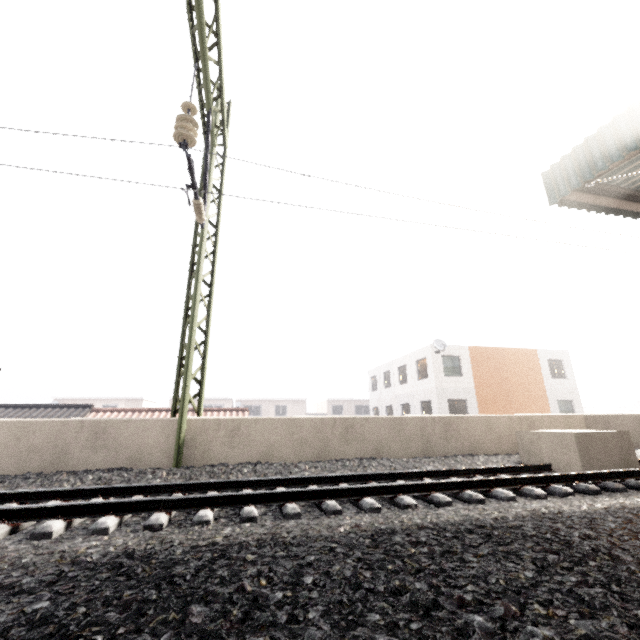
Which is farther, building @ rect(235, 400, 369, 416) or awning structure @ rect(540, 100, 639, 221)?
building @ rect(235, 400, 369, 416)

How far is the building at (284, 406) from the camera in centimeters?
4266cm

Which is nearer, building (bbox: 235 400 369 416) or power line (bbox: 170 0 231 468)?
power line (bbox: 170 0 231 468)

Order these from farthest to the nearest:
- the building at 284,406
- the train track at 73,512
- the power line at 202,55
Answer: the building at 284,406 < the power line at 202,55 < the train track at 73,512

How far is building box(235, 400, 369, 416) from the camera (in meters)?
42.66

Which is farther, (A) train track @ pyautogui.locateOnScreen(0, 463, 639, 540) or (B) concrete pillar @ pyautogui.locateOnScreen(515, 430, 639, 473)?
(B) concrete pillar @ pyautogui.locateOnScreen(515, 430, 639, 473)

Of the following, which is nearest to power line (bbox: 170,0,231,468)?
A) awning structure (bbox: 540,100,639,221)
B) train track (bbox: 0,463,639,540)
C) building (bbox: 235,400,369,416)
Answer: train track (bbox: 0,463,639,540)

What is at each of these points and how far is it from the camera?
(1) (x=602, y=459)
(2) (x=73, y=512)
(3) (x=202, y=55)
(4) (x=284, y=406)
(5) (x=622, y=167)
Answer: (1) concrete pillar, 5.8 meters
(2) train track, 3.5 meters
(3) power line, 6.4 meters
(4) building, 43.7 meters
(5) awning structure, 6.4 meters
